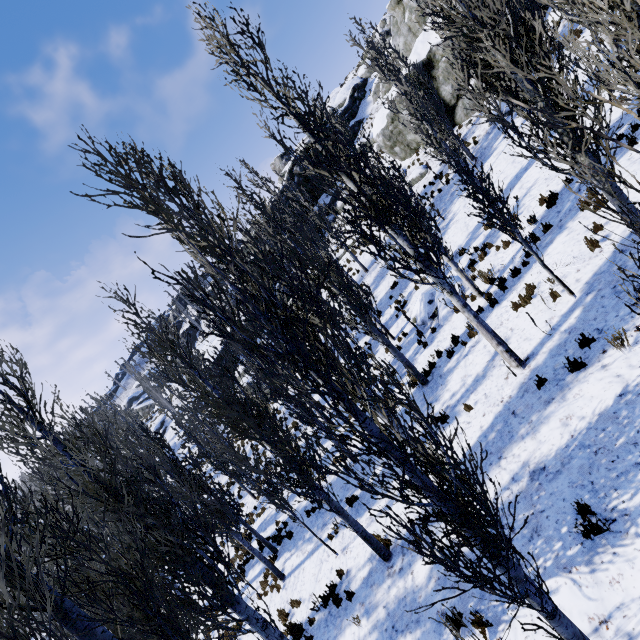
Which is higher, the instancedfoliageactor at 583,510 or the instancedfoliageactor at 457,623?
the instancedfoliageactor at 583,510

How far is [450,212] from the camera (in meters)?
19.41

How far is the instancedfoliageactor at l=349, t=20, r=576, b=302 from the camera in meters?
7.3

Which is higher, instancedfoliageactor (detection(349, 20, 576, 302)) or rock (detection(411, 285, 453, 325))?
instancedfoliageactor (detection(349, 20, 576, 302))

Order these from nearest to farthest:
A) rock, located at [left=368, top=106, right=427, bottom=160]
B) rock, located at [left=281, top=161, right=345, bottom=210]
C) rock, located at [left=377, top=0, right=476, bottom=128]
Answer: rock, located at [left=377, top=0, right=476, bottom=128], rock, located at [left=368, top=106, right=427, bottom=160], rock, located at [left=281, top=161, right=345, bottom=210]

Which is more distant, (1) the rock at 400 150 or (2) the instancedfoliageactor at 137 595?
(1) the rock at 400 150

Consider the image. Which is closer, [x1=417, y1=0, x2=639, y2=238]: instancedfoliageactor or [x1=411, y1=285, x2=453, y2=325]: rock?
[x1=417, y1=0, x2=639, y2=238]: instancedfoliageactor
